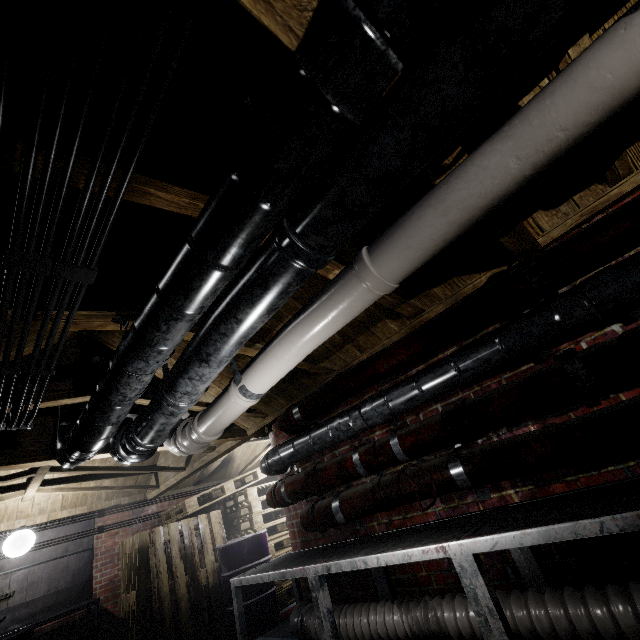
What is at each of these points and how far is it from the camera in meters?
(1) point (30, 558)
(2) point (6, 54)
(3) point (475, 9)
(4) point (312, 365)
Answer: (1) sink, 4.2 m
(2) wire, 0.6 m
(3) pipe, 0.6 m
(4) beam, 2.6 m

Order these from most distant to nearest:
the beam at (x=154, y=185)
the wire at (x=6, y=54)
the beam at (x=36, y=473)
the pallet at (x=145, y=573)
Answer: the pallet at (x=145, y=573)
the beam at (x=36, y=473)
the beam at (x=154, y=185)
the wire at (x=6, y=54)

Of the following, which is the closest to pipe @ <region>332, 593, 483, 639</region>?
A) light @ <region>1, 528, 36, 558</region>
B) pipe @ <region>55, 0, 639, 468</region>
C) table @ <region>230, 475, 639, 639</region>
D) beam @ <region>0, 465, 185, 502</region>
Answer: table @ <region>230, 475, 639, 639</region>

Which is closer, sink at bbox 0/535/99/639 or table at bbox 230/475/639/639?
table at bbox 230/475/639/639

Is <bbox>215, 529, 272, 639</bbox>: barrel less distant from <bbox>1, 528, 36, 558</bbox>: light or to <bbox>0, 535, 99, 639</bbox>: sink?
<bbox>0, 535, 99, 639</bbox>: sink

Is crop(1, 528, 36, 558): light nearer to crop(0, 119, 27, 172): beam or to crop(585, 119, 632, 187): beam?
crop(0, 119, 27, 172): beam

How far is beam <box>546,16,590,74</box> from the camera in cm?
104

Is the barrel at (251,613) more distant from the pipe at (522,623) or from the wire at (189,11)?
the wire at (189,11)
